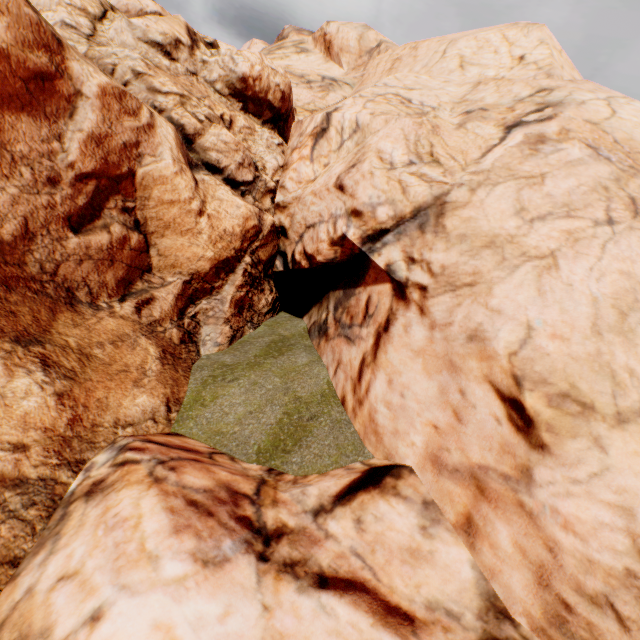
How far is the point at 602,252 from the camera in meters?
6.4
